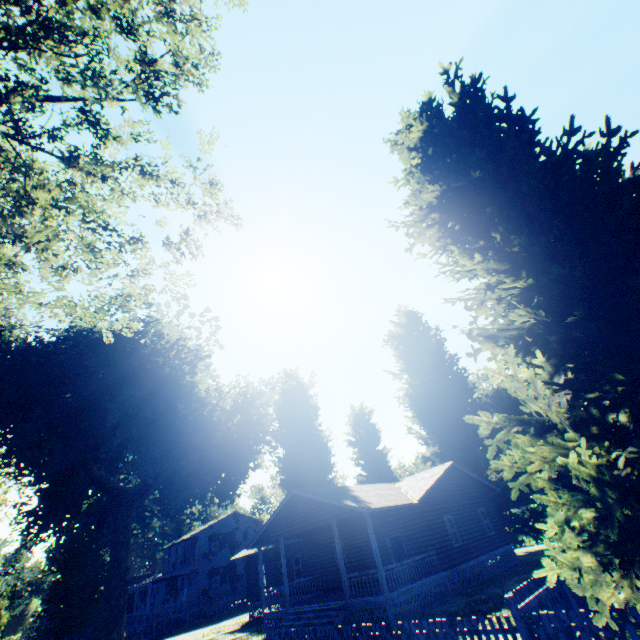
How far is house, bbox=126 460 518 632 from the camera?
16.3m

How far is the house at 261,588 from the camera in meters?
16.3

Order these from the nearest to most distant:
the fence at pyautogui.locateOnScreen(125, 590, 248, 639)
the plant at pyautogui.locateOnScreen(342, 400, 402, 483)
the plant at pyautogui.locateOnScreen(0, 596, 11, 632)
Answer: the fence at pyautogui.locateOnScreen(125, 590, 248, 639)
the plant at pyautogui.locateOnScreen(342, 400, 402, 483)
the plant at pyautogui.locateOnScreen(0, 596, 11, 632)

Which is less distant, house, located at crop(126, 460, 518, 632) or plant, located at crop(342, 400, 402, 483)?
house, located at crop(126, 460, 518, 632)

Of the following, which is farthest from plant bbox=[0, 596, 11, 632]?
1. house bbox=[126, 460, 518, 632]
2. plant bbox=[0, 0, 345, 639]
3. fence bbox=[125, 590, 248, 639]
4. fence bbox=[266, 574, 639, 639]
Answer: fence bbox=[266, 574, 639, 639]

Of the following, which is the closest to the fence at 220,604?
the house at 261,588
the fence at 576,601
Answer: the house at 261,588

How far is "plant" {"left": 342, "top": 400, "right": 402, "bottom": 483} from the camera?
35.4 meters

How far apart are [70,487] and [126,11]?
36.0m
